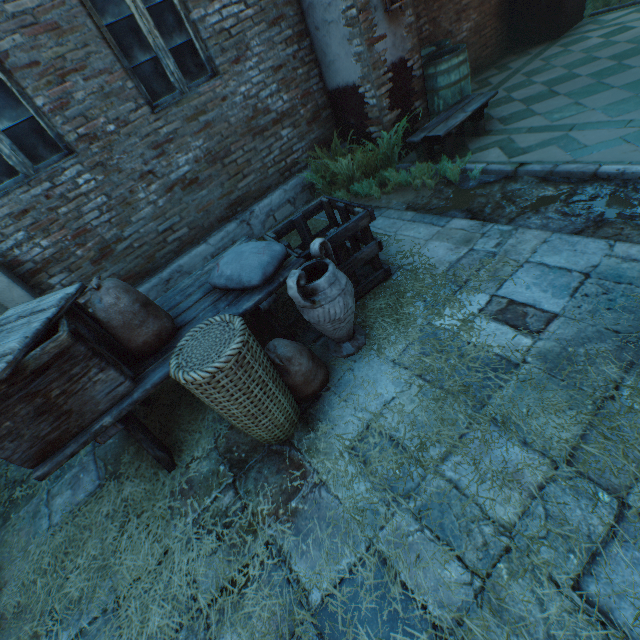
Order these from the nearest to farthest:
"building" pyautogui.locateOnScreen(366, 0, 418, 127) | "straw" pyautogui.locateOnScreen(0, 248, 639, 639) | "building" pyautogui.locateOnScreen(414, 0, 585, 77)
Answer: "straw" pyautogui.locateOnScreen(0, 248, 639, 639), "building" pyautogui.locateOnScreen(366, 0, 418, 127), "building" pyautogui.locateOnScreen(414, 0, 585, 77)

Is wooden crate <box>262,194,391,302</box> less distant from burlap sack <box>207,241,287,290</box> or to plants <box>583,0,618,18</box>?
burlap sack <box>207,241,287,290</box>

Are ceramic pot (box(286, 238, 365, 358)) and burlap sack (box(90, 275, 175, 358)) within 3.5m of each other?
yes

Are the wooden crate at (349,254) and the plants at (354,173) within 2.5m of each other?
yes

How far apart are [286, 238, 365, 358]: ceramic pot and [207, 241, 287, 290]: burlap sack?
0.2m

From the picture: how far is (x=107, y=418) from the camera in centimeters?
206cm

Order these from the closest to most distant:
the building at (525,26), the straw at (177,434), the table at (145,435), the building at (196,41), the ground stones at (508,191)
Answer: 1. the straw at (177,434)
2. the table at (145,435)
3. the ground stones at (508,191)
4. the building at (196,41)
5. the building at (525,26)

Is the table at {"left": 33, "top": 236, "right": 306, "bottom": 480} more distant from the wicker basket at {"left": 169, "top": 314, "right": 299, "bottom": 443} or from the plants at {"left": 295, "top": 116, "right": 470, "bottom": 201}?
the plants at {"left": 295, "top": 116, "right": 470, "bottom": 201}
